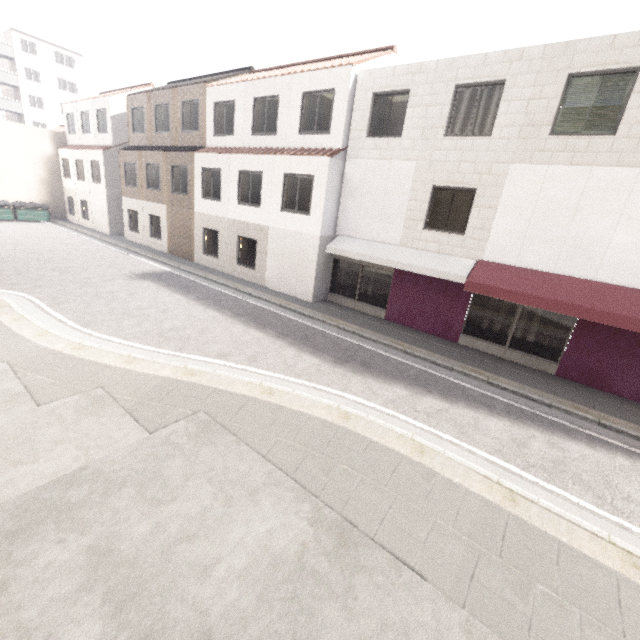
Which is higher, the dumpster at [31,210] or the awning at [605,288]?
the awning at [605,288]

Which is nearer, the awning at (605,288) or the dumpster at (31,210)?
the awning at (605,288)

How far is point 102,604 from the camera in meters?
3.2 m

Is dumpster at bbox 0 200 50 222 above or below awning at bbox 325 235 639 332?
below

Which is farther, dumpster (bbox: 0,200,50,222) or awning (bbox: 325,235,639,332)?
dumpster (bbox: 0,200,50,222)
